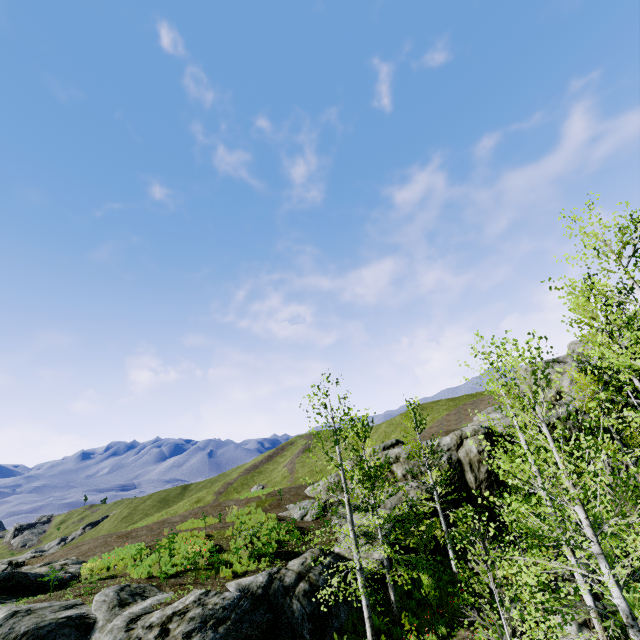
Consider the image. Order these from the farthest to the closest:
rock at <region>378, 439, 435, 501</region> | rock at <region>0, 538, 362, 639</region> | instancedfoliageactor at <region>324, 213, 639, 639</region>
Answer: rock at <region>378, 439, 435, 501</region>, rock at <region>0, 538, 362, 639</region>, instancedfoliageactor at <region>324, 213, 639, 639</region>

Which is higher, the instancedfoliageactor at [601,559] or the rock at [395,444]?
the rock at [395,444]

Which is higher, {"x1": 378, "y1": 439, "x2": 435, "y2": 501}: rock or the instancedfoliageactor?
{"x1": 378, "y1": 439, "x2": 435, "y2": 501}: rock

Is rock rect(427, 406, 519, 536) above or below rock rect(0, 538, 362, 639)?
above

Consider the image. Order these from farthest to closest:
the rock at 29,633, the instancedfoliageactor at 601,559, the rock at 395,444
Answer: the rock at 395,444
the rock at 29,633
the instancedfoliageactor at 601,559

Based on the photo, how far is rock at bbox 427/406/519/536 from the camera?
22.62m

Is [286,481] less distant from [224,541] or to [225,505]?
[225,505]
